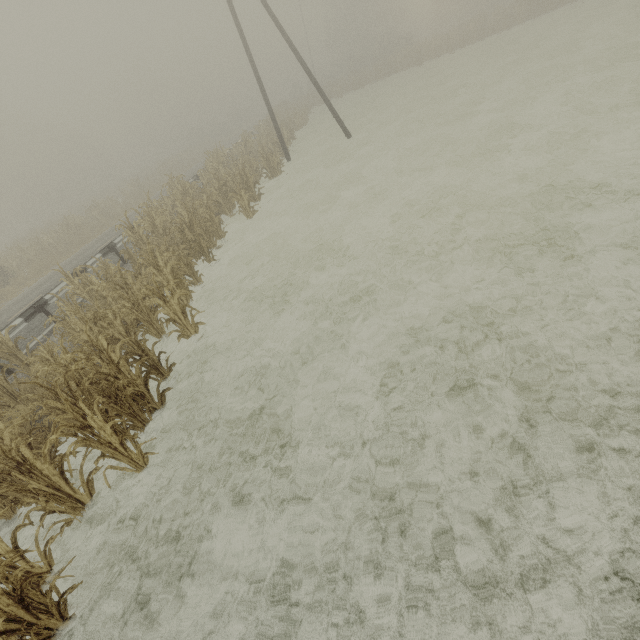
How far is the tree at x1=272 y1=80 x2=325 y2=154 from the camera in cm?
2472

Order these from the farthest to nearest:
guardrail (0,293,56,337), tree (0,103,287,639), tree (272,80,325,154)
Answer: tree (272,80,325,154)
guardrail (0,293,56,337)
tree (0,103,287,639)

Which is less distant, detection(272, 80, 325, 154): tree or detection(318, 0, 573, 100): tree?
detection(272, 80, 325, 154): tree

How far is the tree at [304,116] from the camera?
24.7m

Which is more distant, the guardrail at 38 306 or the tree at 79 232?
the guardrail at 38 306

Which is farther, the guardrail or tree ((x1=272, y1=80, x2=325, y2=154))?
tree ((x1=272, y1=80, x2=325, y2=154))

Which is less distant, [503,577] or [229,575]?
[503,577]
